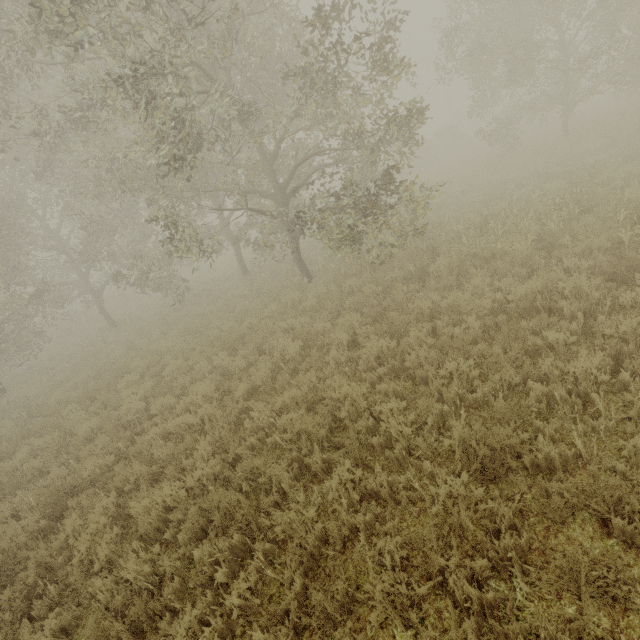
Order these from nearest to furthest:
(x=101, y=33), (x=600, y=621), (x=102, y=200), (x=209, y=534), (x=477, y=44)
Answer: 1. (x=600, y=621)
2. (x=209, y=534)
3. (x=101, y=33)
4. (x=102, y=200)
5. (x=477, y=44)

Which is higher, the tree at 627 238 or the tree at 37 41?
the tree at 37 41

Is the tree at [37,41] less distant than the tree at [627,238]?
No

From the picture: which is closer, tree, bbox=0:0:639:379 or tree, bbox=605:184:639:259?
tree, bbox=605:184:639:259

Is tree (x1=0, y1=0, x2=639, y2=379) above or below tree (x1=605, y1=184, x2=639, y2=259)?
above
